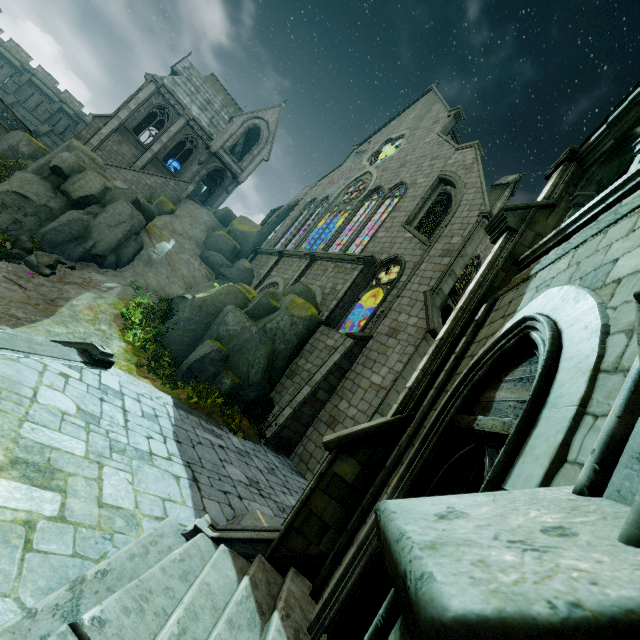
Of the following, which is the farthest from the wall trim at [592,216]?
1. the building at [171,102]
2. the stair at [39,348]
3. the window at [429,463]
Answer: the stair at [39,348]

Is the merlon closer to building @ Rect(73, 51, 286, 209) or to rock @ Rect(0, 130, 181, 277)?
building @ Rect(73, 51, 286, 209)

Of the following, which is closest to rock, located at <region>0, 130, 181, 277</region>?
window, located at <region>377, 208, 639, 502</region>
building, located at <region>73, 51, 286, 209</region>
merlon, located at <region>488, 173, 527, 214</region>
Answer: building, located at <region>73, 51, 286, 209</region>

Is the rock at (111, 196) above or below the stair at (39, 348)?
above

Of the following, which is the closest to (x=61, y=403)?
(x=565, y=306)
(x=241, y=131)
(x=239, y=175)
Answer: (x=565, y=306)

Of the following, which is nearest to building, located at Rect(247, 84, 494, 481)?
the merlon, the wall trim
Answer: the merlon

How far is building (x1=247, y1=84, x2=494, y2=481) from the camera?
13.2 meters

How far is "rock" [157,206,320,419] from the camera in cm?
1340
